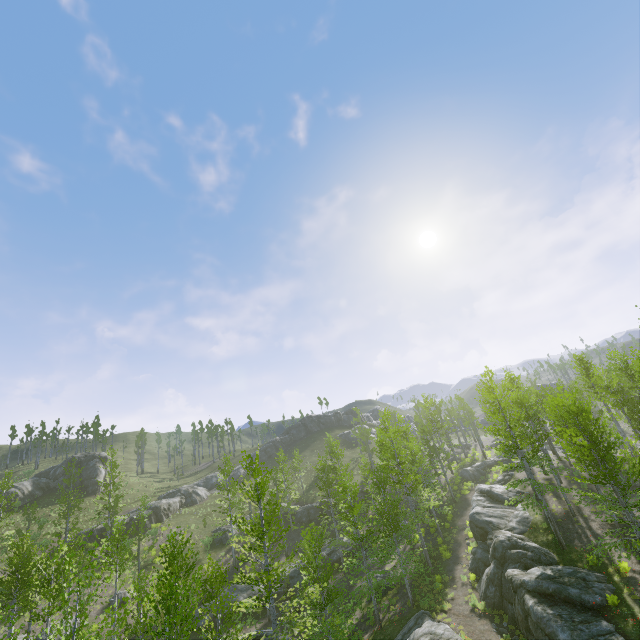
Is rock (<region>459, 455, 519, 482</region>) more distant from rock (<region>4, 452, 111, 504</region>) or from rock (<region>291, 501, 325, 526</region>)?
rock (<region>4, 452, 111, 504</region>)

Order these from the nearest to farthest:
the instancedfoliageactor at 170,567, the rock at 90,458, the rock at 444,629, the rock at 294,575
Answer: the instancedfoliageactor at 170,567 < the rock at 444,629 < the rock at 294,575 < the rock at 90,458

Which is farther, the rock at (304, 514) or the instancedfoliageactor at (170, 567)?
the rock at (304, 514)

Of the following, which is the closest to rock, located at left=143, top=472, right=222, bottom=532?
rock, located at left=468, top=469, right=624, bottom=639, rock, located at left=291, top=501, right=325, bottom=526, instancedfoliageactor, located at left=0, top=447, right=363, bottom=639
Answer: rock, located at left=291, top=501, right=325, bottom=526

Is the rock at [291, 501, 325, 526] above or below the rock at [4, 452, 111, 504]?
below

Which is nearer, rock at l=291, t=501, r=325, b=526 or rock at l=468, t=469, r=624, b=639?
rock at l=468, t=469, r=624, b=639

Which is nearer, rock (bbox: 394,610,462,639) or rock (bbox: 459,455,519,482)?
rock (bbox: 394,610,462,639)

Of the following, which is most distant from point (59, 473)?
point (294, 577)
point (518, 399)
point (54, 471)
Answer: point (518, 399)
